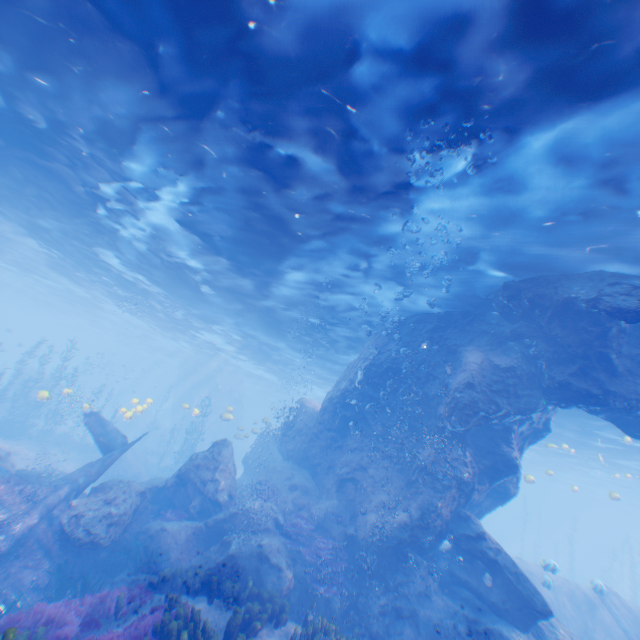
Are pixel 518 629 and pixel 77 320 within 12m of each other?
no

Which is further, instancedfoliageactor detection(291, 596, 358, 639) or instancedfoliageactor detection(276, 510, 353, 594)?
instancedfoliageactor detection(276, 510, 353, 594)

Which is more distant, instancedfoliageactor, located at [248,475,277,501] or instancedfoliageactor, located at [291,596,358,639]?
instancedfoliageactor, located at [248,475,277,501]

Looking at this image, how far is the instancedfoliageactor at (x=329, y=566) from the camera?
10.4 meters

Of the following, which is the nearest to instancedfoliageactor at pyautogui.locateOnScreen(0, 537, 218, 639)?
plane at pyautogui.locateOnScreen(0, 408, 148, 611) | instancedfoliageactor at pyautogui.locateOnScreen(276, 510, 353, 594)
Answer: plane at pyautogui.locateOnScreen(0, 408, 148, 611)

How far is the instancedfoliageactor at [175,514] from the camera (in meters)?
12.78

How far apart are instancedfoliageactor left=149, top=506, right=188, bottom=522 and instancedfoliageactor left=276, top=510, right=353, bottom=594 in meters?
4.9
